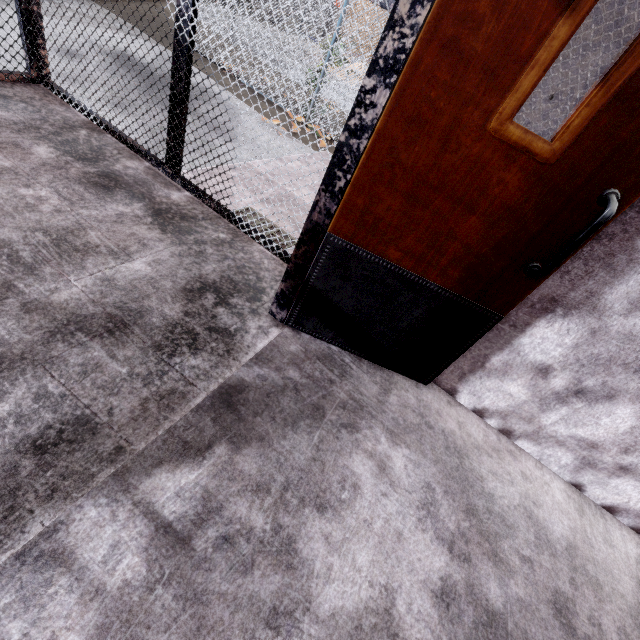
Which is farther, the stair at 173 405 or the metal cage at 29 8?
the metal cage at 29 8

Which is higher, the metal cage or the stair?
the metal cage

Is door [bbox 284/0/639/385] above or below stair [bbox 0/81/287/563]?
above

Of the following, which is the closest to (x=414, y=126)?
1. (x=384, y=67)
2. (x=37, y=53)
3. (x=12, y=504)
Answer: (x=384, y=67)

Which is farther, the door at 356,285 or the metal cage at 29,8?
the metal cage at 29,8

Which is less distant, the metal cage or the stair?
the stair

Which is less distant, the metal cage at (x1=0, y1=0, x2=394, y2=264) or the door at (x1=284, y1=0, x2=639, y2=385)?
the door at (x1=284, y1=0, x2=639, y2=385)
